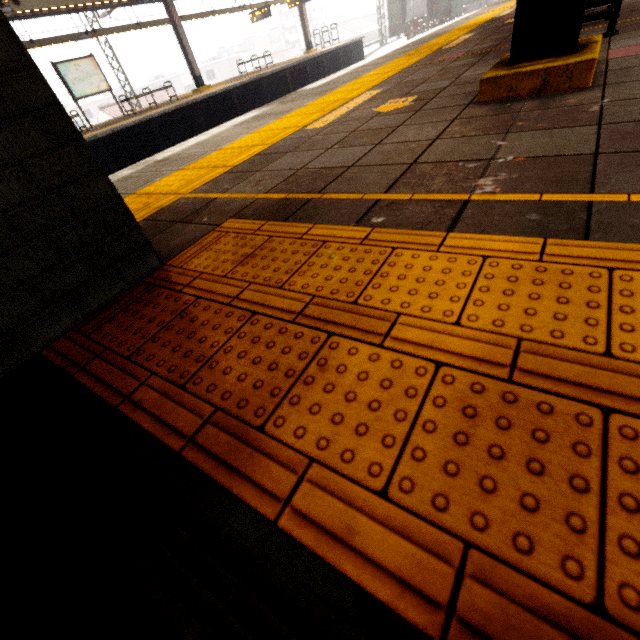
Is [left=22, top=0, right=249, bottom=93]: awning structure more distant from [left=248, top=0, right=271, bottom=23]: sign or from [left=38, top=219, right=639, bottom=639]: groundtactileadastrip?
[left=38, top=219, right=639, bottom=639]: groundtactileadastrip

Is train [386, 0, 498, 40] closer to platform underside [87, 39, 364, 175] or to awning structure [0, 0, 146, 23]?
awning structure [0, 0, 146, 23]

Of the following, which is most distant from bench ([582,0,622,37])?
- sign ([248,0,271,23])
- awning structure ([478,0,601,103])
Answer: sign ([248,0,271,23])

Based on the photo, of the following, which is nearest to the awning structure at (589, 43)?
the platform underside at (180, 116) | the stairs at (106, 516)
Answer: the stairs at (106, 516)

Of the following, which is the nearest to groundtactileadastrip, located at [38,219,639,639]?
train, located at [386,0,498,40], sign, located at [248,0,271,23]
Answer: sign, located at [248,0,271,23]

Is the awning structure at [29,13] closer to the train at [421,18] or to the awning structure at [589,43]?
the train at [421,18]

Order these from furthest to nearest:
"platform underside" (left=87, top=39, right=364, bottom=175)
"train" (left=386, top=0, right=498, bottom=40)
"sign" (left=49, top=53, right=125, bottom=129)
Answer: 1. "train" (left=386, top=0, right=498, bottom=40)
2. "sign" (left=49, top=53, right=125, bottom=129)
3. "platform underside" (left=87, top=39, right=364, bottom=175)

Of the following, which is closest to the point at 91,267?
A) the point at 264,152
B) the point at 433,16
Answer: the point at 264,152
